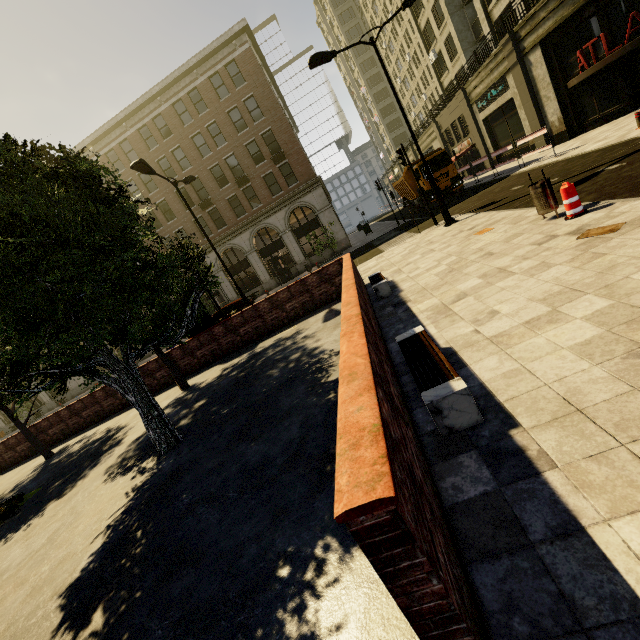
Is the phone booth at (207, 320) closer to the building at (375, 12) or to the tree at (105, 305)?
the tree at (105, 305)

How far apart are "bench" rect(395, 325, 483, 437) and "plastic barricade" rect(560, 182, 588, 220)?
4.7m

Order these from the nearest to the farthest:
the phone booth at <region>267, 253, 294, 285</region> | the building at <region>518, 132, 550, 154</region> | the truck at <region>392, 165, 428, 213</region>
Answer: the building at <region>518, 132, 550, 154</region>
the truck at <region>392, 165, 428, 213</region>
the phone booth at <region>267, 253, 294, 285</region>

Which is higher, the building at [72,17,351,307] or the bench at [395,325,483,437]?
the building at [72,17,351,307]

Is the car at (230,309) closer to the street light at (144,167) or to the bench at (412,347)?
the street light at (144,167)

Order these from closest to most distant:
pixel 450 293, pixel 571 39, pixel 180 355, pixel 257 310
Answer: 1. pixel 450 293
2. pixel 257 310
3. pixel 180 355
4. pixel 571 39

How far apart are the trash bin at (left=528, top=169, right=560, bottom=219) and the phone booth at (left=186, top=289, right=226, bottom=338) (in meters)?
10.50

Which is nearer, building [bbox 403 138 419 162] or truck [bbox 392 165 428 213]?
truck [bbox 392 165 428 213]
